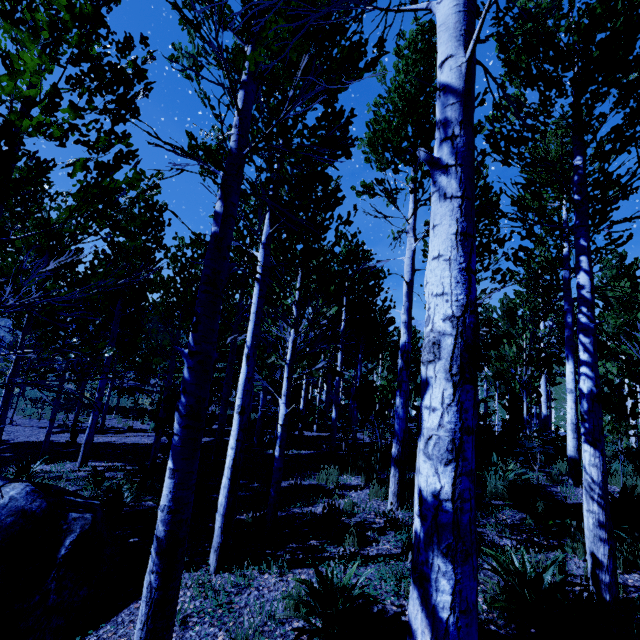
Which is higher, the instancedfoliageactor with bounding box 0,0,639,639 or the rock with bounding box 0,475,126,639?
the instancedfoliageactor with bounding box 0,0,639,639

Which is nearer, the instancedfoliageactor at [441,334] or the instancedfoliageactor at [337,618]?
the instancedfoliageactor at [441,334]

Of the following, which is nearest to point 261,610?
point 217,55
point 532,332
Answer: point 217,55

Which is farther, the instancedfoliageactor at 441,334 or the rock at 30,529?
the rock at 30,529

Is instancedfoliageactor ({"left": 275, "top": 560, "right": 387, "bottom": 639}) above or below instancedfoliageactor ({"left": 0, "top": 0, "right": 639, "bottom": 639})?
below

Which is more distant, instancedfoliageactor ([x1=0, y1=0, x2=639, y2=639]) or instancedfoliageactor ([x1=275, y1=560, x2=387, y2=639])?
instancedfoliageactor ([x1=275, y1=560, x2=387, y2=639])

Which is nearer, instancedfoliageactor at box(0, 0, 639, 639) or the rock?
instancedfoliageactor at box(0, 0, 639, 639)
